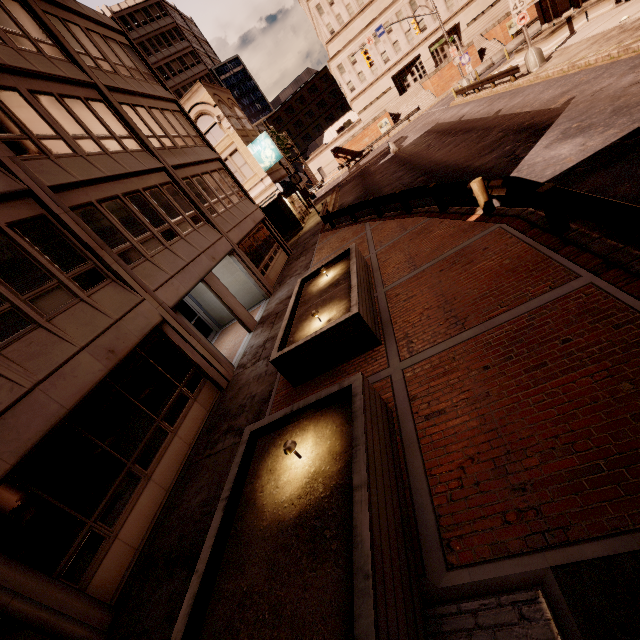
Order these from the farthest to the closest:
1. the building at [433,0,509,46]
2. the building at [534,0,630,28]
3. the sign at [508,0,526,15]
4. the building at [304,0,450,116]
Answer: the building at [304,0,450,116] < the building at [433,0,509,46] < the building at [534,0,630,28] < the sign at [508,0,526,15]

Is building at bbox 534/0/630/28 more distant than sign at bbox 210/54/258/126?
No

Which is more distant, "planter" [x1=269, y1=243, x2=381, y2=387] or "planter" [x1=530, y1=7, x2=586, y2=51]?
"planter" [x1=530, y1=7, x2=586, y2=51]

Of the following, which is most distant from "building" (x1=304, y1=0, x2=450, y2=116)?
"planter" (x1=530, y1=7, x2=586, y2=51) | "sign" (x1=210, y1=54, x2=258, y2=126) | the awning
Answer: "planter" (x1=530, y1=7, x2=586, y2=51)

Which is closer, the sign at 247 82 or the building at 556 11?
the building at 556 11

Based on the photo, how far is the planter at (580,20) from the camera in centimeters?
2192cm

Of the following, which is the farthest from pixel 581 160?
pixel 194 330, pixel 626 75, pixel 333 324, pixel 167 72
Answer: pixel 167 72

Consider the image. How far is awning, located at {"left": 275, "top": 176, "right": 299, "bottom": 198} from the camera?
27.7m
